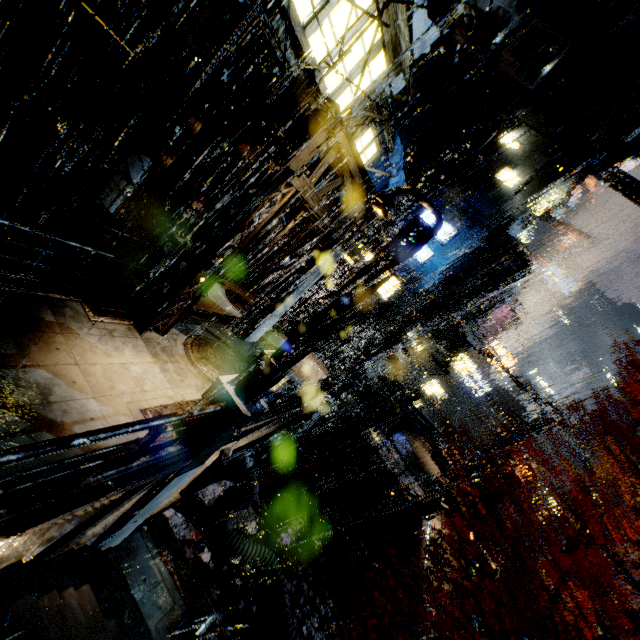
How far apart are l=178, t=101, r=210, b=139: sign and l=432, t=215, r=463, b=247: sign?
19.56m

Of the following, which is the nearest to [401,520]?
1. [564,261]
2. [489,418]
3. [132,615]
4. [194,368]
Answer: [132,615]

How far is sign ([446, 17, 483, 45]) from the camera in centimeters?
1438cm

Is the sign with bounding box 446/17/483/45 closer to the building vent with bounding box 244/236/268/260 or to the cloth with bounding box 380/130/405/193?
the cloth with bounding box 380/130/405/193

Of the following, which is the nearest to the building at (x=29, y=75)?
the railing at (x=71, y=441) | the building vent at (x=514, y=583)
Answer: the building vent at (x=514, y=583)

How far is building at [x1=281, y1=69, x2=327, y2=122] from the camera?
11.1m

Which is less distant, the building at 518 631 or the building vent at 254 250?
the building vent at 254 250

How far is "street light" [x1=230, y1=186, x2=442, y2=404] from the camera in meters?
6.6 m
